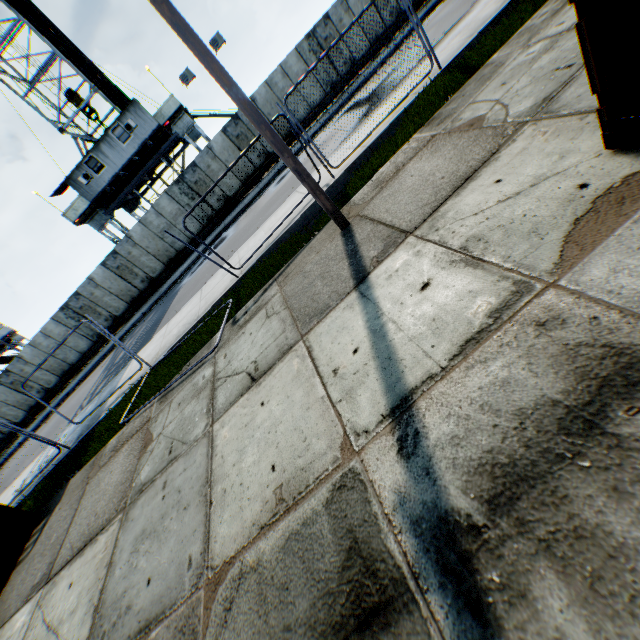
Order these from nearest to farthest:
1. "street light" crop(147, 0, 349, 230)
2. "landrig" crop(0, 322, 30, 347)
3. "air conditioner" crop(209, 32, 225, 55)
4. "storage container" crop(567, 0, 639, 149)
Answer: "storage container" crop(567, 0, 639, 149)
"street light" crop(147, 0, 349, 230)
"air conditioner" crop(209, 32, 225, 55)
"landrig" crop(0, 322, 30, 347)

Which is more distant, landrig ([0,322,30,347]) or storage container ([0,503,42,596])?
landrig ([0,322,30,347])

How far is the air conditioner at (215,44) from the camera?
19.3m

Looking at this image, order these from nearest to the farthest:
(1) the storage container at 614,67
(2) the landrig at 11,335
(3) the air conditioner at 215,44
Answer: (1) the storage container at 614,67, (3) the air conditioner at 215,44, (2) the landrig at 11,335

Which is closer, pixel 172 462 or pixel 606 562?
pixel 606 562

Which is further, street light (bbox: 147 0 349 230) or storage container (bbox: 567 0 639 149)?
street light (bbox: 147 0 349 230)

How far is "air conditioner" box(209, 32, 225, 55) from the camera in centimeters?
1930cm

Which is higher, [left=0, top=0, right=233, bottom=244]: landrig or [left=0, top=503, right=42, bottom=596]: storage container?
[left=0, top=0, right=233, bottom=244]: landrig
